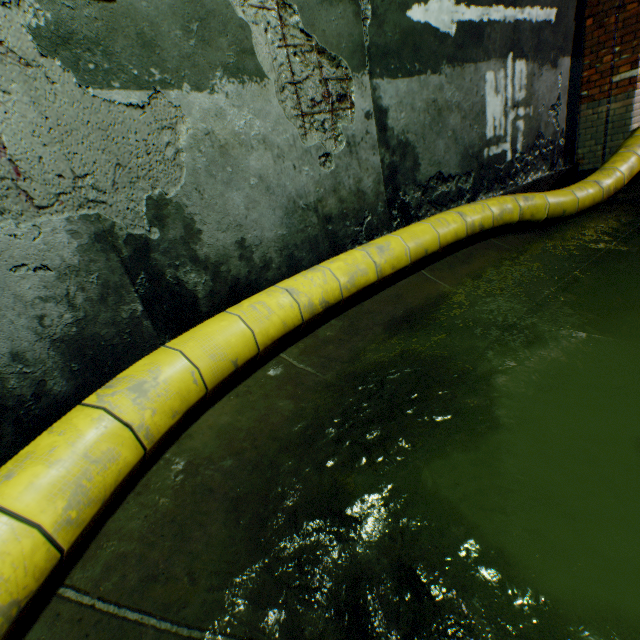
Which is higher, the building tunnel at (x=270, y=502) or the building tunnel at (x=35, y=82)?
the building tunnel at (x=35, y=82)

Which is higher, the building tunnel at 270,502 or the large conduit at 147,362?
the large conduit at 147,362

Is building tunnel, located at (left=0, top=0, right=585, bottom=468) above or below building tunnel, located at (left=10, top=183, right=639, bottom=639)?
above

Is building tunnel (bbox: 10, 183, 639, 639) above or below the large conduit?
below

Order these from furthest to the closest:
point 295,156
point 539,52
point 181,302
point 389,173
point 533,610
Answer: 1. point 539,52
2. point 389,173
3. point 295,156
4. point 181,302
5. point 533,610
